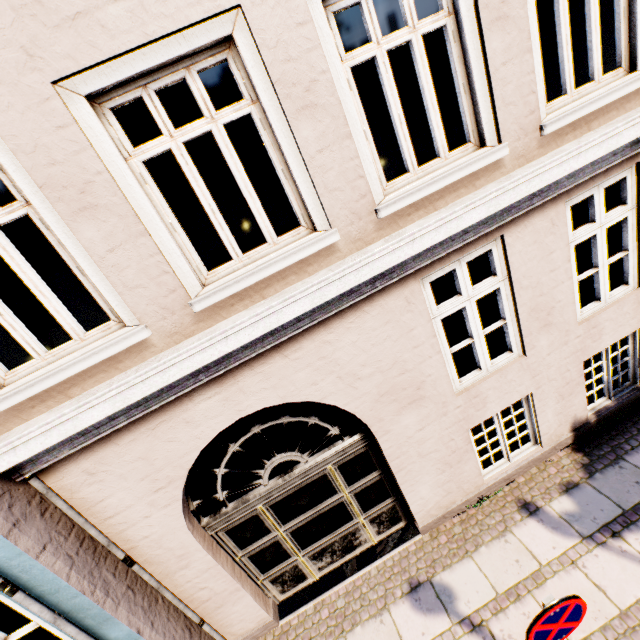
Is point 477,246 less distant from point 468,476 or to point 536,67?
point 536,67
